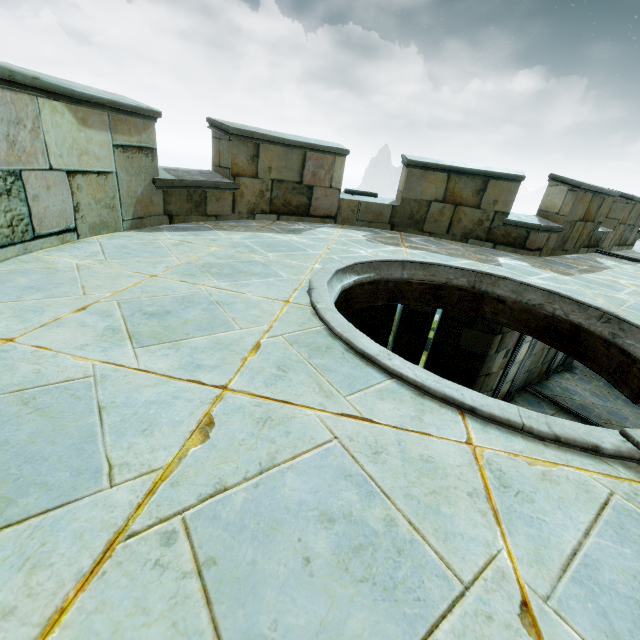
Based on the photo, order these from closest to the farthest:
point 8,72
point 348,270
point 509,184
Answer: point 8,72, point 348,270, point 509,184
